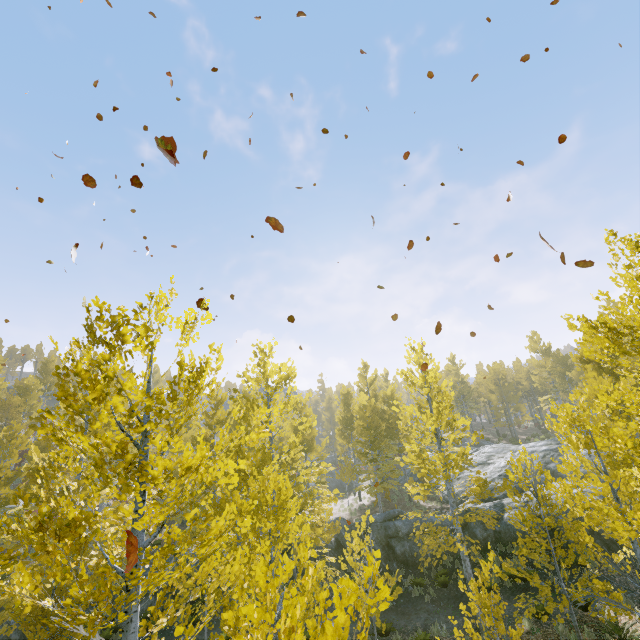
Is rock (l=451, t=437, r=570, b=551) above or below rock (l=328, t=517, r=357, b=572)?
above

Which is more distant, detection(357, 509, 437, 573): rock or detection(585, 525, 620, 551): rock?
detection(357, 509, 437, 573): rock

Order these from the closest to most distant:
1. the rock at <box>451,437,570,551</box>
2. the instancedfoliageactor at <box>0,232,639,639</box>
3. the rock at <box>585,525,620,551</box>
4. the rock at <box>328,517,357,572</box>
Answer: the instancedfoliageactor at <box>0,232,639,639</box>
the rock at <box>585,525,620,551</box>
the rock at <box>451,437,570,551</box>
the rock at <box>328,517,357,572</box>

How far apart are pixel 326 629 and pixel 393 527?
17.75m

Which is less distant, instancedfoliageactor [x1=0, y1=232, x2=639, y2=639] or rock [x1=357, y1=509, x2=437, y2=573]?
instancedfoliageactor [x1=0, y1=232, x2=639, y2=639]

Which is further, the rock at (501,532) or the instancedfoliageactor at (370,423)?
the rock at (501,532)

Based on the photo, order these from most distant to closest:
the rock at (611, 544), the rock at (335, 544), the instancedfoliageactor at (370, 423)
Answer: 1. the rock at (335, 544)
2. the rock at (611, 544)
3. the instancedfoliageactor at (370, 423)
